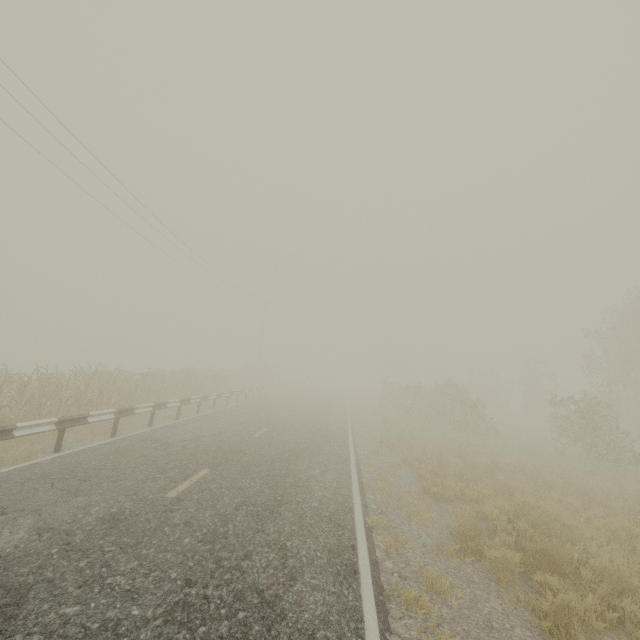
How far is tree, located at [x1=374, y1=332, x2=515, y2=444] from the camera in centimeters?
2073cm

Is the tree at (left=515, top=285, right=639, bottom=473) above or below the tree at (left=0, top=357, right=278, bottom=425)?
above

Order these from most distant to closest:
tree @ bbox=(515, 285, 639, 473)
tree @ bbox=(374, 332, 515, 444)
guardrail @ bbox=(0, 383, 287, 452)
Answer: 1. tree @ bbox=(374, 332, 515, 444)
2. tree @ bbox=(515, 285, 639, 473)
3. guardrail @ bbox=(0, 383, 287, 452)

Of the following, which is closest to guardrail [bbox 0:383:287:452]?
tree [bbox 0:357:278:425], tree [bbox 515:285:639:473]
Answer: tree [bbox 515:285:639:473]

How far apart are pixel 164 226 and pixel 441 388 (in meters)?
22.67

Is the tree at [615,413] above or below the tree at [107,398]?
above

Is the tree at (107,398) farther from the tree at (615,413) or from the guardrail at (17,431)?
the guardrail at (17,431)
